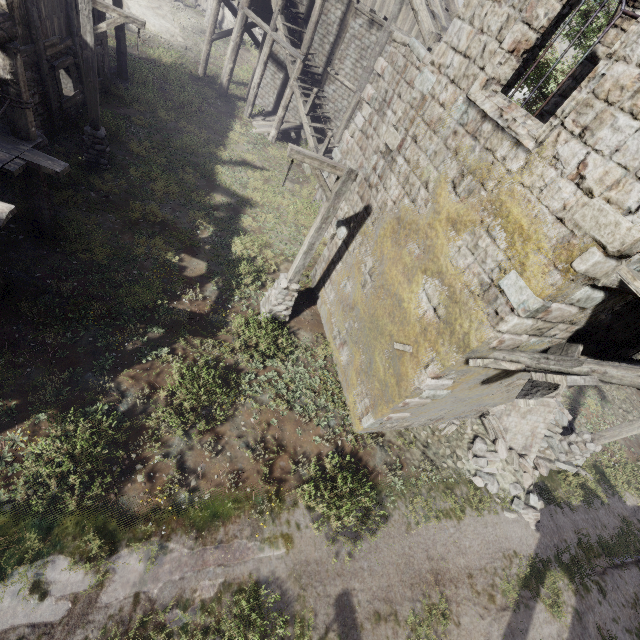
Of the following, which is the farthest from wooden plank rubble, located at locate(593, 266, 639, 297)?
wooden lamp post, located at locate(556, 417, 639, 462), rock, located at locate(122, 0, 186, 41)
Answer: rock, located at locate(122, 0, 186, 41)

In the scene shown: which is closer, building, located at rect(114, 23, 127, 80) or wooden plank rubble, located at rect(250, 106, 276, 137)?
building, located at rect(114, 23, 127, 80)

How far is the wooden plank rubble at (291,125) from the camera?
19.2m

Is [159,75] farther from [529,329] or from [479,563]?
[479,563]

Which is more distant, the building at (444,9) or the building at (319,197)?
the building at (319,197)

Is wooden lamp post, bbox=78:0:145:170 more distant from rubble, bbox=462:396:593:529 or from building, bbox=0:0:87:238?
rubble, bbox=462:396:593:529

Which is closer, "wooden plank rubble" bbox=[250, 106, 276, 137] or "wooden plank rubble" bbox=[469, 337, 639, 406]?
"wooden plank rubble" bbox=[469, 337, 639, 406]

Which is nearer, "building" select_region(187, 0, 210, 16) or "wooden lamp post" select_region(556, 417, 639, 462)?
"wooden lamp post" select_region(556, 417, 639, 462)
